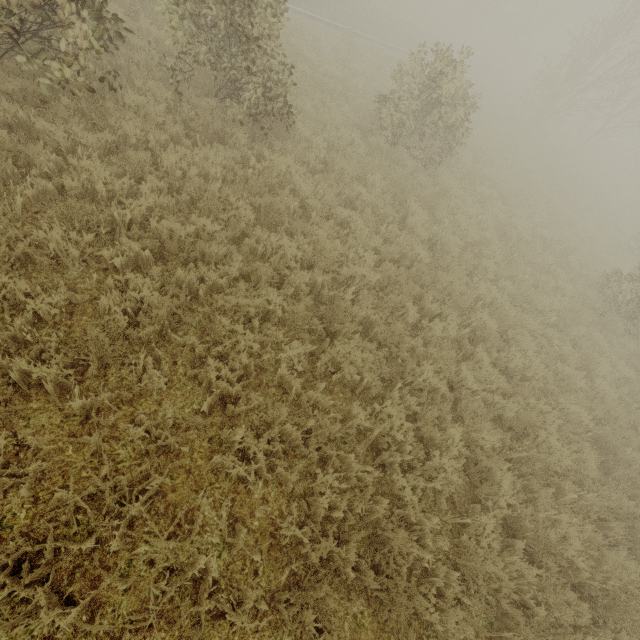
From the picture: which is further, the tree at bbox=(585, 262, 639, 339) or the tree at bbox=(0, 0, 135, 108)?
the tree at bbox=(585, 262, 639, 339)

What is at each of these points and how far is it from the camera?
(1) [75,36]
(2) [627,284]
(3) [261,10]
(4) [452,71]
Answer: (1) tree, 4.36m
(2) tree, 9.48m
(3) tree, 5.97m
(4) tree, 8.71m

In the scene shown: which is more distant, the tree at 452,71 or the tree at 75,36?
the tree at 452,71

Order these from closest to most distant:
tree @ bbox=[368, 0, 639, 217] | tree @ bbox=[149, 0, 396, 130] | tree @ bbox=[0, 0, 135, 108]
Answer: tree @ bbox=[0, 0, 135, 108] → tree @ bbox=[149, 0, 396, 130] → tree @ bbox=[368, 0, 639, 217]

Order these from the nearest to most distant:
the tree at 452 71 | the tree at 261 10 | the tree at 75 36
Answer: the tree at 75 36 → the tree at 261 10 → the tree at 452 71
